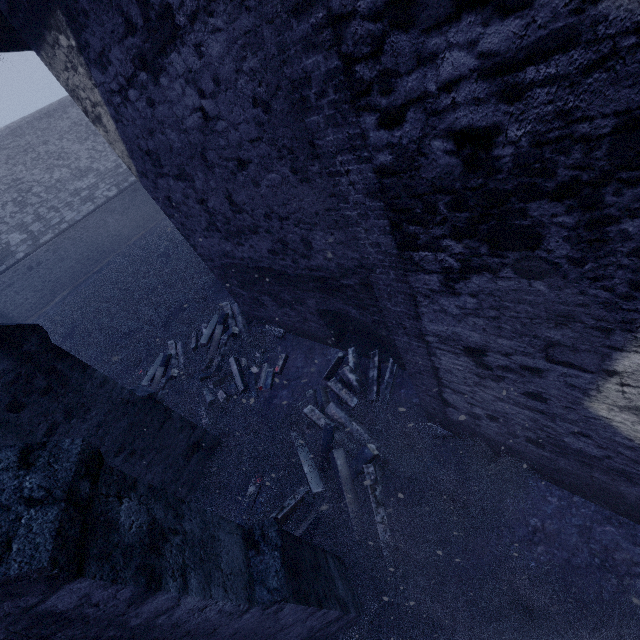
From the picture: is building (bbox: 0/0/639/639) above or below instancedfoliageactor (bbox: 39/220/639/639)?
above

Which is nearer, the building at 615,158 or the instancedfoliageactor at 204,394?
the building at 615,158

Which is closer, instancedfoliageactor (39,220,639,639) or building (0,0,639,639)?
building (0,0,639,639)

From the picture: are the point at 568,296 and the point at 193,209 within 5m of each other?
no

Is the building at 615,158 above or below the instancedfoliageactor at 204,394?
above
